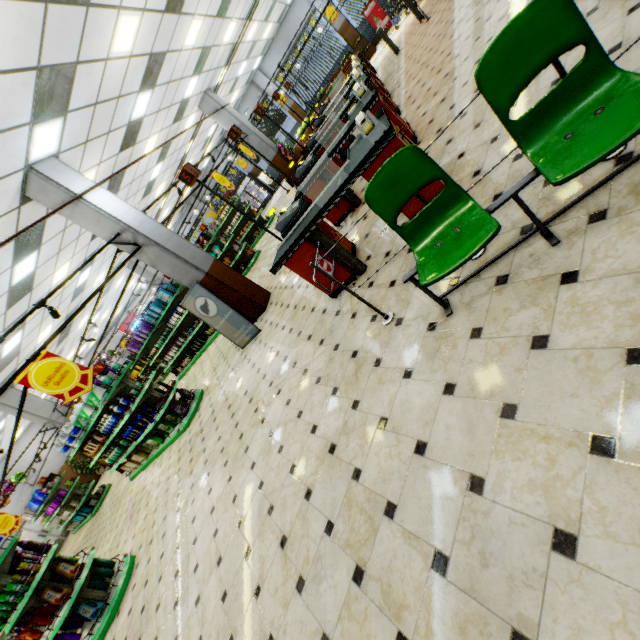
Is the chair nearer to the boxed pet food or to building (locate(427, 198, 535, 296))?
building (locate(427, 198, 535, 296))

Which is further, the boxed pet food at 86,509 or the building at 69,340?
the building at 69,340

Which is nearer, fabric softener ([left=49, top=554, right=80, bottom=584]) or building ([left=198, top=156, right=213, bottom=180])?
fabric softener ([left=49, top=554, right=80, bottom=584])

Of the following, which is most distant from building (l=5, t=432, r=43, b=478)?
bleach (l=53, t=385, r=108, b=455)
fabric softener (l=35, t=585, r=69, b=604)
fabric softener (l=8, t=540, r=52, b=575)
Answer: bleach (l=53, t=385, r=108, b=455)

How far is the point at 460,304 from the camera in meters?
2.5 m

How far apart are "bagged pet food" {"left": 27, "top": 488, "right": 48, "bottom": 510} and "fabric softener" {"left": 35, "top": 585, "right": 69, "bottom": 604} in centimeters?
1120cm

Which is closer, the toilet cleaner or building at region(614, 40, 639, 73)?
building at region(614, 40, 639, 73)

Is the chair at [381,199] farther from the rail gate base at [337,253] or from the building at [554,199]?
the rail gate base at [337,253]
